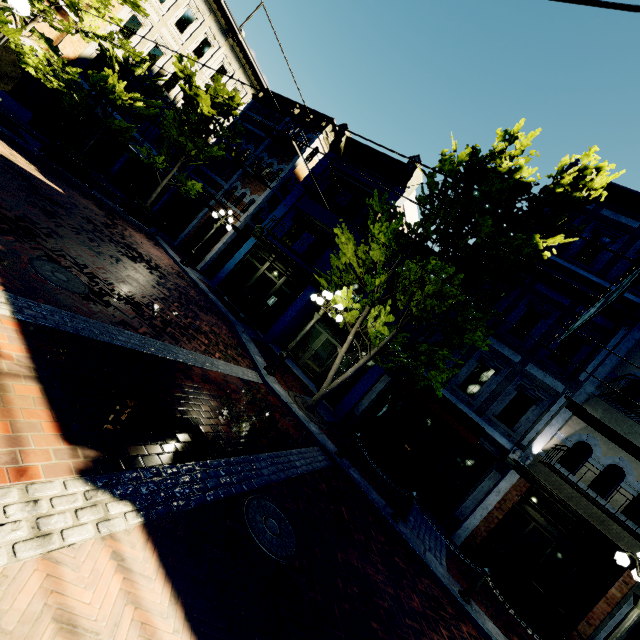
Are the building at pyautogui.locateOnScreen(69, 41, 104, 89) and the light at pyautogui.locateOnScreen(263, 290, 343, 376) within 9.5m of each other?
no

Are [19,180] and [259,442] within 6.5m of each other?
no

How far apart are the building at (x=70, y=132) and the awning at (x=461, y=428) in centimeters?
2343cm

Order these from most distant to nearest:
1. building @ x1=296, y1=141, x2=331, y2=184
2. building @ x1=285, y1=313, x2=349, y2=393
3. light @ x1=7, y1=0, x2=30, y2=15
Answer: building @ x1=296, y1=141, x2=331, y2=184 < building @ x1=285, y1=313, x2=349, y2=393 < light @ x1=7, y1=0, x2=30, y2=15

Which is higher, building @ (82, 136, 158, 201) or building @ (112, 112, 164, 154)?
building @ (112, 112, 164, 154)

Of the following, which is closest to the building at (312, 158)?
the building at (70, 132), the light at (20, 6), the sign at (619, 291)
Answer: the building at (70, 132)

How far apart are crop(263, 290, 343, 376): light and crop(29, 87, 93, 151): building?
19.7m

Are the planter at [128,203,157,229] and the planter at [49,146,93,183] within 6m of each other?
yes
